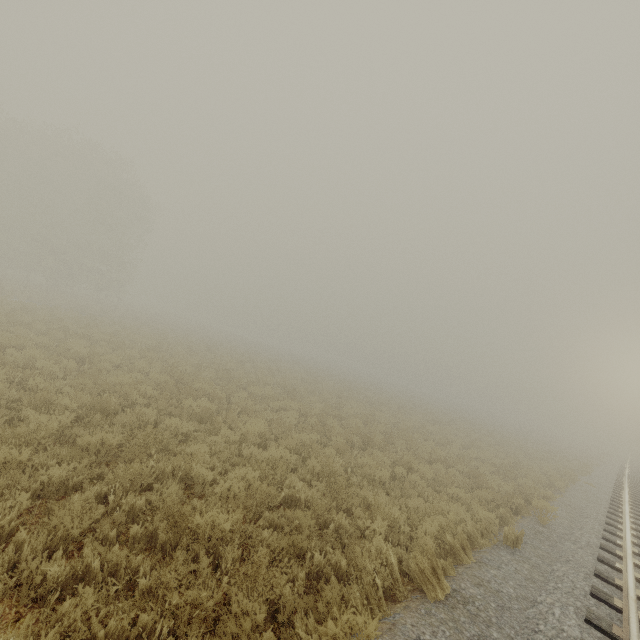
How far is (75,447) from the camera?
5.3m
